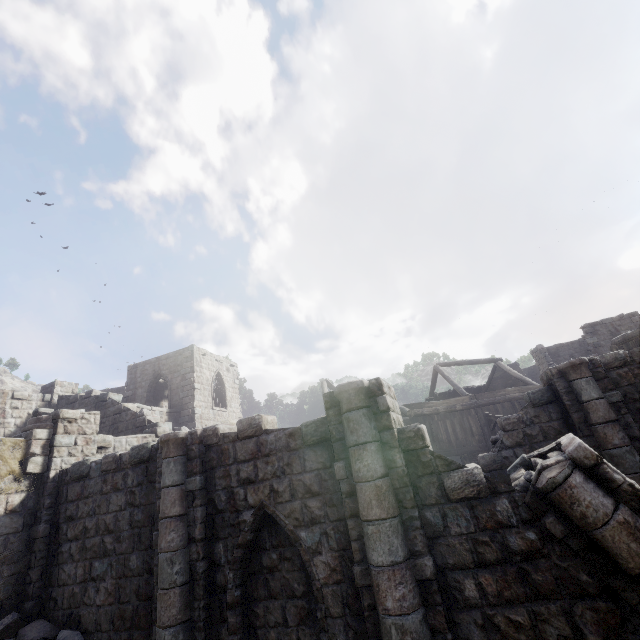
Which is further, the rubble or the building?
the rubble

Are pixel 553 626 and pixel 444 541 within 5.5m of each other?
yes

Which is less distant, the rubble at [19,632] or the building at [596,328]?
the building at [596,328]
